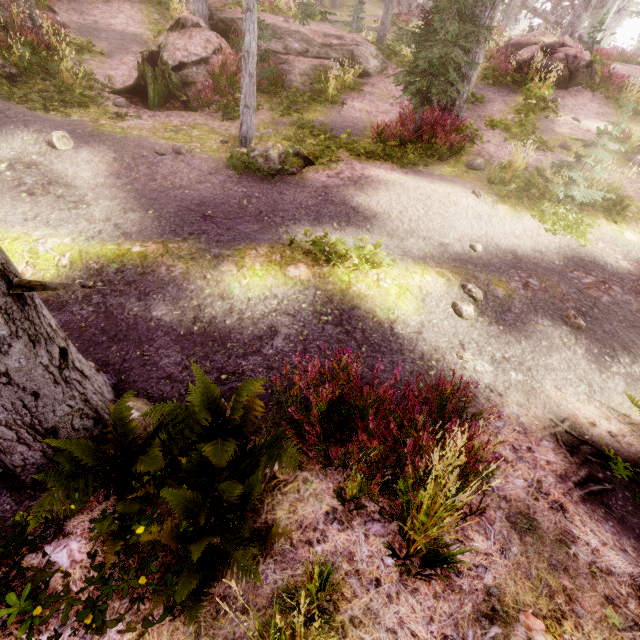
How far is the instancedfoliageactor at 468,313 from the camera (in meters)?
5.80

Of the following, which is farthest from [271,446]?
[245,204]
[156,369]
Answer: [245,204]

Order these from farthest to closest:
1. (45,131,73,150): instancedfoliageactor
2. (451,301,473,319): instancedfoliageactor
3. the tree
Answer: the tree → (45,131,73,150): instancedfoliageactor → (451,301,473,319): instancedfoliageactor

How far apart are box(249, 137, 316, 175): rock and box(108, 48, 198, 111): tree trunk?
3.52m

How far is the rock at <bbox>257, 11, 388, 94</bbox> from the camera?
12.5m

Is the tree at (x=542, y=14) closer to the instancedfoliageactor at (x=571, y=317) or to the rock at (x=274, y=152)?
the instancedfoliageactor at (x=571, y=317)

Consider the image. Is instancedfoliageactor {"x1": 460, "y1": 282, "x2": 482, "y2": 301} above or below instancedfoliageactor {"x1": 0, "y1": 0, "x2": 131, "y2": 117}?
below

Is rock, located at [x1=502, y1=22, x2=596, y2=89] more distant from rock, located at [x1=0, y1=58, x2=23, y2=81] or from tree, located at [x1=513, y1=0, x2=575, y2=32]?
rock, located at [x1=0, y1=58, x2=23, y2=81]
